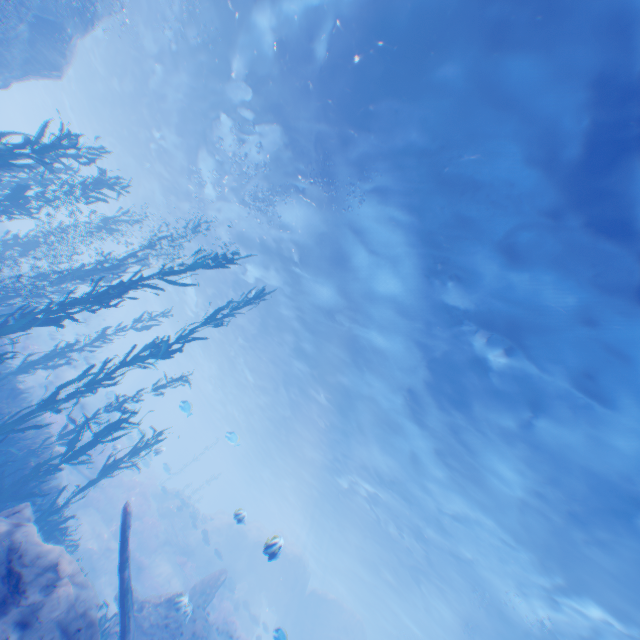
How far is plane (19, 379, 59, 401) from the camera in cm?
1631

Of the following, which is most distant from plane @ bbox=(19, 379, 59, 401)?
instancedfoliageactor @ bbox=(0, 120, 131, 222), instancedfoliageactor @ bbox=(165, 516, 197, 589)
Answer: instancedfoliageactor @ bbox=(165, 516, 197, 589)

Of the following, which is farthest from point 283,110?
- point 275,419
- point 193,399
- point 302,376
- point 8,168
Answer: point 193,399

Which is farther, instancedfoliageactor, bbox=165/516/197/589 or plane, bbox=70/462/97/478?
instancedfoliageactor, bbox=165/516/197/589

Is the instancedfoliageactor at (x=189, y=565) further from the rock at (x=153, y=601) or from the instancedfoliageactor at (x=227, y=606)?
the instancedfoliageactor at (x=227, y=606)

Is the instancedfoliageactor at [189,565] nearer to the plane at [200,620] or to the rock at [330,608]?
the rock at [330,608]

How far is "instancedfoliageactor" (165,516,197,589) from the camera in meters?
20.7
